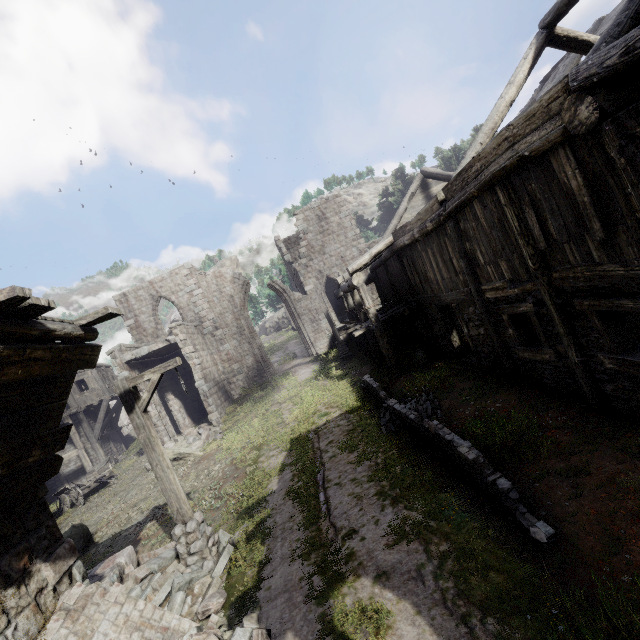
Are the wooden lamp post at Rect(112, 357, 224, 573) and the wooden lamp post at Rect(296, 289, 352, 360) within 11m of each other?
no

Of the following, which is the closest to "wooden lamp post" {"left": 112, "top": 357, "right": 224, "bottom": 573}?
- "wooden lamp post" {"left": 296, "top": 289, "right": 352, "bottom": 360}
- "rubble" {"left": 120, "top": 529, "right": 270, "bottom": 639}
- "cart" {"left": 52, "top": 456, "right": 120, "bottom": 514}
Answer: "rubble" {"left": 120, "top": 529, "right": 270, "bottom": 639}

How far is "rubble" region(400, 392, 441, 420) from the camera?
9.2 meters

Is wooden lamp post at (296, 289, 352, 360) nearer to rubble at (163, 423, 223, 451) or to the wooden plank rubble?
rubble at (163, 423, 223, 451)

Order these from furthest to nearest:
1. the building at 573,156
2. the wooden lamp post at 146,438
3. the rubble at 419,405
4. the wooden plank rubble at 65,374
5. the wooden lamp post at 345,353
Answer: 1. the wooden lamp post at 345,353
2. the rubble at 419,405
3. the wooden lamp post at 146,438
4. the building at 573,156
5. the wooden plank rubble at 65,374

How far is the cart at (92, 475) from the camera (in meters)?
17.61

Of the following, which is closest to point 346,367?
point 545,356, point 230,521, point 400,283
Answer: point 400,283

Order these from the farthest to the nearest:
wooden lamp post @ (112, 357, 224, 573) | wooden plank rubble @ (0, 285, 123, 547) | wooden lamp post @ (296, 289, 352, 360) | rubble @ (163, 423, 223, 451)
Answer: wooden lamp post @ (296, 289, 352, 360), rubble @ (163, 423, 223, 451), wooden lamp post @ (112, 357, 224, 573), wooden plank rubble @ (0, 285, 123, 547)
